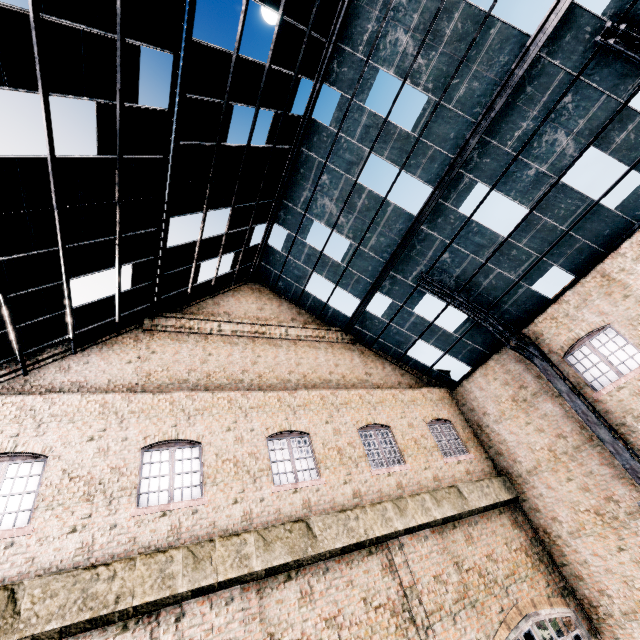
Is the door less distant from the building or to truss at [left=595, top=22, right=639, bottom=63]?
the building

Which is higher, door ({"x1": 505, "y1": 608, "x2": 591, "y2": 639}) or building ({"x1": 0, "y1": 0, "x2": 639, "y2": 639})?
building ({"x1": 0, "y1": 0, "x2": 639, "y2": 639})

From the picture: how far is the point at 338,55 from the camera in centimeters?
1127cm

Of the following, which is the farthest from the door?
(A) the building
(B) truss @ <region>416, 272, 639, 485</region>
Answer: (B) truss @ <region>416, 272, 639, 485</region>

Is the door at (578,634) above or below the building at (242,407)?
below

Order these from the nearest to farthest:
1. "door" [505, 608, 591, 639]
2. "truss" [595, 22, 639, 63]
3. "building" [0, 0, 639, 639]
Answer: "building" [0, 0, 639, 639] → "truss" [595, 22, 639, 63] → "door" [505, 608, 591, 639]

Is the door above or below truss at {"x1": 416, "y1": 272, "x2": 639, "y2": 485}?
below

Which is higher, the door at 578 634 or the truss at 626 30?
the truss at 626 30
